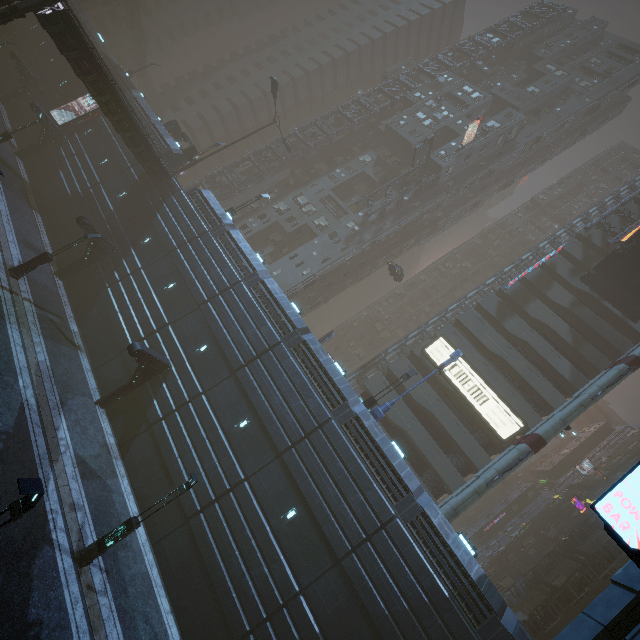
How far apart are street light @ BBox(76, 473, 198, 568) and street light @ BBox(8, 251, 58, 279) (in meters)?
16.72

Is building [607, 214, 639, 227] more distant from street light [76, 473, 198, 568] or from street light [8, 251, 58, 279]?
street light [76, 473, 198, 568]

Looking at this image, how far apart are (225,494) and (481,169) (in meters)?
49.70

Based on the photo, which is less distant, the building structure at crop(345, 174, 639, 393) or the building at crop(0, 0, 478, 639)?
the building at crop(0, 0, 478, 639)

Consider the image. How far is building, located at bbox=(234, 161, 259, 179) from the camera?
47.0 meters

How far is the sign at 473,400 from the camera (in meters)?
27.95

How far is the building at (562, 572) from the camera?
27.7 meters

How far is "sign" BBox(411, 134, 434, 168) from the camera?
40.0 meters
